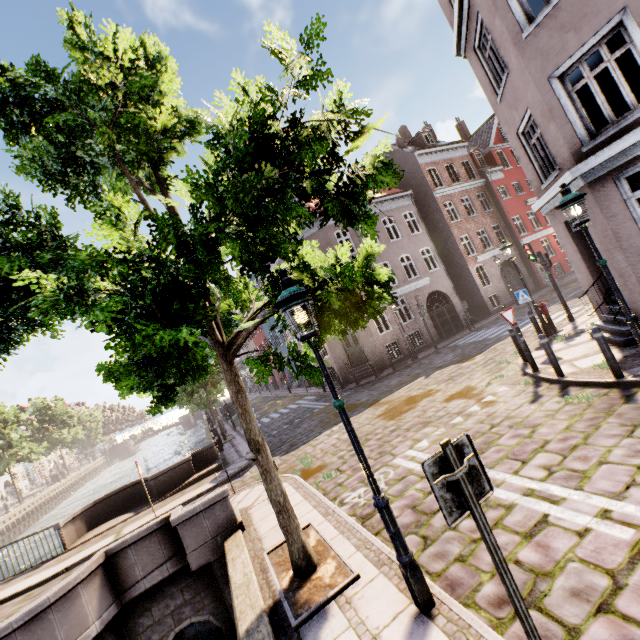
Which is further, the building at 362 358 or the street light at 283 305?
the building at 362 358

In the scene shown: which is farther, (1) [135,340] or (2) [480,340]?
(2) [480,340]

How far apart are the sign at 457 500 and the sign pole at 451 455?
0.0m

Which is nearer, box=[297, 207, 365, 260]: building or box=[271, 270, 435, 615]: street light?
box=[271, 270, 435, 615]: street light

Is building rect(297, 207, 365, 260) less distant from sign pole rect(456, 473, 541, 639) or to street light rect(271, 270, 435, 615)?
street light rect(271, 270, 435, 615)

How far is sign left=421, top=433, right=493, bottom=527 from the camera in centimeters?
235cm

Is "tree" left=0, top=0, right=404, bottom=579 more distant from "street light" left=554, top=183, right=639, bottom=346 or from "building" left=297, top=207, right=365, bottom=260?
"building" left=297, top=207, right=365, bottom=260

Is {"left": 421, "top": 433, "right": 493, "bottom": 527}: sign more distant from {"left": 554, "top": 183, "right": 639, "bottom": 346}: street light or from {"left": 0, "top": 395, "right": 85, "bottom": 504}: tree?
{"left": 0, "top": 395, "right": 85, "bottom": 504}: tree
